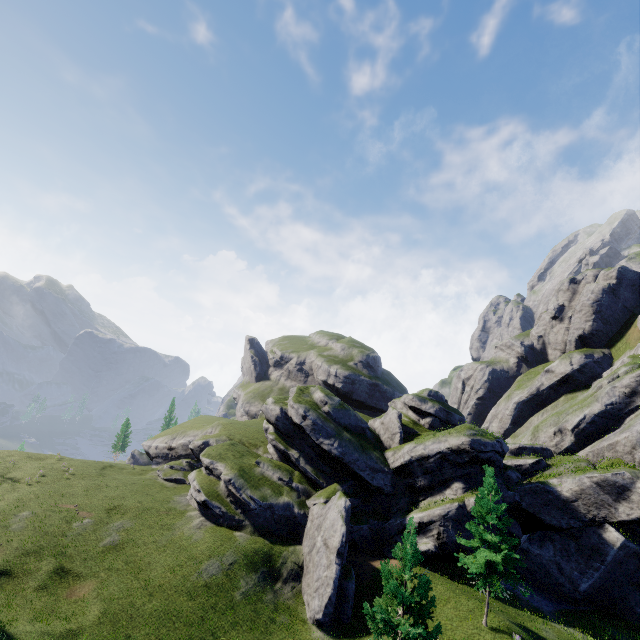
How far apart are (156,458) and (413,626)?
49.4 meters

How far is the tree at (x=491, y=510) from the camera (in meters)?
22.46

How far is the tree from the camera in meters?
22.5

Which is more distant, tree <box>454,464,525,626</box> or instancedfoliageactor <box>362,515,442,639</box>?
tree <box>454,464,525,626</box>

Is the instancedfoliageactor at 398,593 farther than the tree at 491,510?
No
